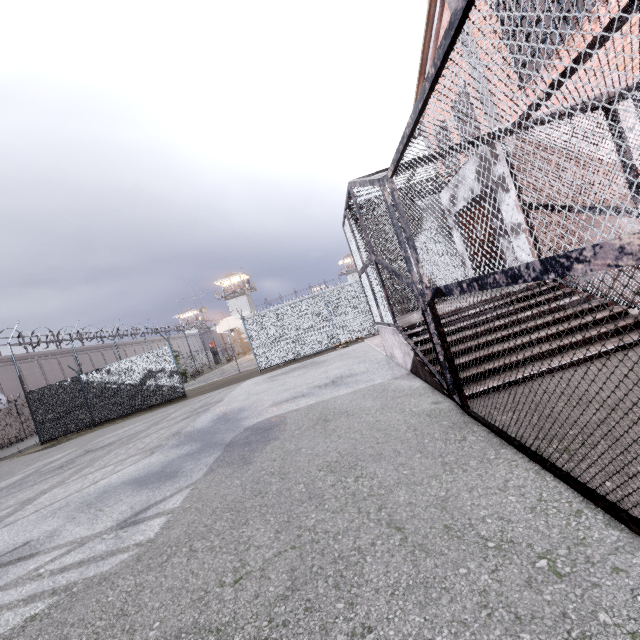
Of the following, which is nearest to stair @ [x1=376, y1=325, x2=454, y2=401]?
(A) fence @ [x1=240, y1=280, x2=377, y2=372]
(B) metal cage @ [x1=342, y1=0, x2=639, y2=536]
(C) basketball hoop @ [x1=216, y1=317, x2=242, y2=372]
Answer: (B) metal cage @ [x1=342, y1=0, x2=639, y2=536]

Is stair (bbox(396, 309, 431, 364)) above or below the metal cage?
below

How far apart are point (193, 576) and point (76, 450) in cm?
1163

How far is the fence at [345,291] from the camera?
16.1 meters

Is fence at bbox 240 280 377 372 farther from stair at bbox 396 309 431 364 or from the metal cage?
stair at bbox 396 309 431 364

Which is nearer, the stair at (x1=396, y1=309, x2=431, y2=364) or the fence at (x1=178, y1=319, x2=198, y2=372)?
the stair at (x1=396, y1=309, x2=431, y2=364)

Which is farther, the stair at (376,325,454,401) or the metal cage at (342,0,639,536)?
the stair at (376,325,454,401)

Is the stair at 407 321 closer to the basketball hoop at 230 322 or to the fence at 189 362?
the fence at 189 362
